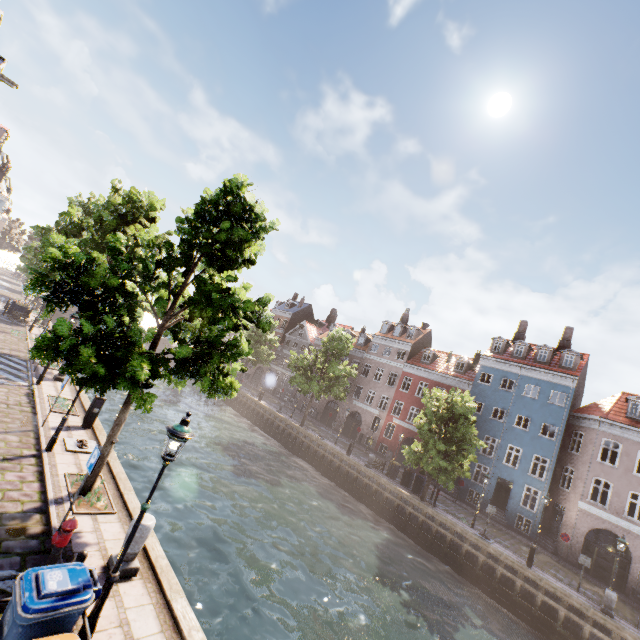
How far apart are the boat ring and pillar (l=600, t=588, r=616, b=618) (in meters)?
24.82

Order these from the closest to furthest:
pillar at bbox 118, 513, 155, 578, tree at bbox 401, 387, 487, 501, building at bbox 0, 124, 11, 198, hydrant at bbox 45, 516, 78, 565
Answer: hydrant at bbox 45, 516, 78, 565 → pillar at bbox 118, 513, 155, 578 → tree at bbox 401, 387, 487, 501 → building at bbox 0, 124, 11, 198

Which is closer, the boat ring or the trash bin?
the trash bin

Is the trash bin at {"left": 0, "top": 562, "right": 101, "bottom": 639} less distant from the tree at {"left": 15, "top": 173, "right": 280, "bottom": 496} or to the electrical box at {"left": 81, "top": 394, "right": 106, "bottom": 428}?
the tree at {"left": 15, "top": 173, "right": 280, "bottom": 496}

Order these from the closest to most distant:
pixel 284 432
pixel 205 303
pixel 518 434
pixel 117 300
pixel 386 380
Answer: pixel 205 303
pixel 117 300
pixel 518 434
pixel 284 432
pixel 386 380

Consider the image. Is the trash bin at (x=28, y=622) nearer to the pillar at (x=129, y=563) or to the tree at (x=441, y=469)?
the pillar at (x=129, y=563)

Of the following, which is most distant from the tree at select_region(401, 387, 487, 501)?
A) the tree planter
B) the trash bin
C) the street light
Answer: the trash bin

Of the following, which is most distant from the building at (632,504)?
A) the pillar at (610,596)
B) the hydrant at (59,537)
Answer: the hydrant at (59,537)
